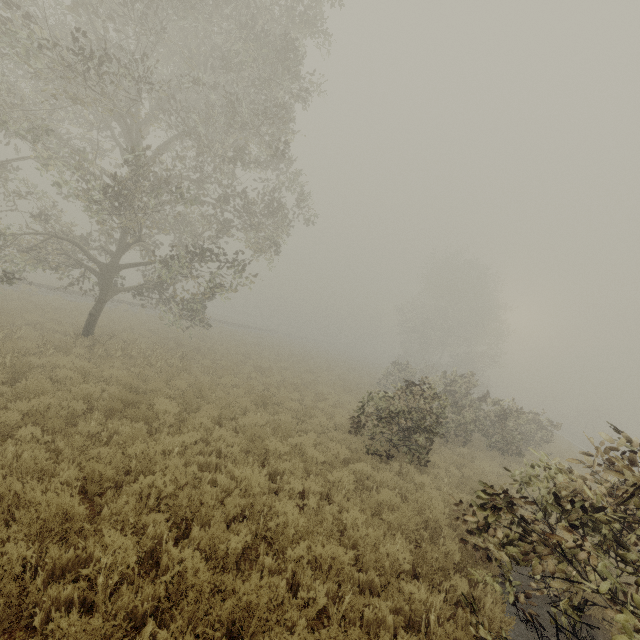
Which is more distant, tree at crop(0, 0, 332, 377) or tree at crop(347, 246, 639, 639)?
tree at crop(0, 0, 332, 377)

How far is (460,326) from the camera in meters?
45.6

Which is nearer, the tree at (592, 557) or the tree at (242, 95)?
the tree at (592, 557)
